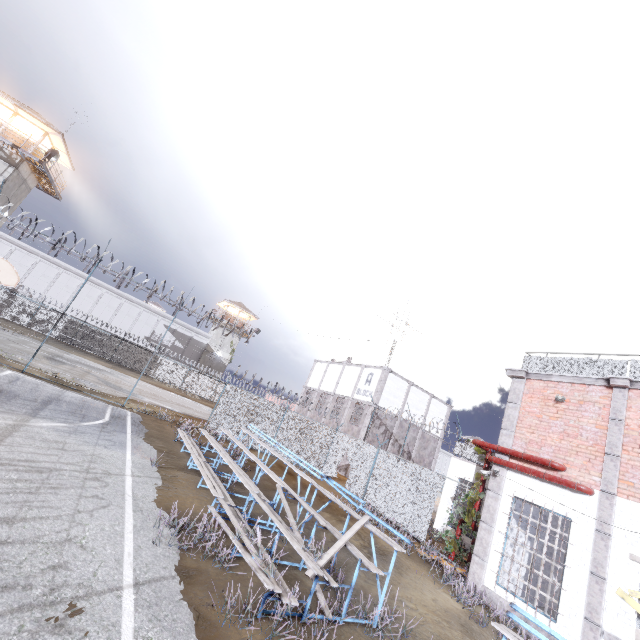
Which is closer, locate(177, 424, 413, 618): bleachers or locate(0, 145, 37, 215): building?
locate(177, 424, 413, 618): bleachers

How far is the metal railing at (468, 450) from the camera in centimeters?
1766cm

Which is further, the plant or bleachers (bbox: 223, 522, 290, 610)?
the plant

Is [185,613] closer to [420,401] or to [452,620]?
[452,620]

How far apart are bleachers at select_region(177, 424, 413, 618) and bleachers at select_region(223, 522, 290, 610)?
1.3 meters

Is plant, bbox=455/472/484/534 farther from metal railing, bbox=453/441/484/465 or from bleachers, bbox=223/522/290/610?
bleachers, bbox=223/522/290/610

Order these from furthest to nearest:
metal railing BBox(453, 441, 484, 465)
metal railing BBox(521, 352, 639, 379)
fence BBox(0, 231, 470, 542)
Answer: metal railing BBox(453, 441, 484, 465)
fence BBox(0, 231, 470, 542)
metal railing BBox(521, 352, 639, 379)

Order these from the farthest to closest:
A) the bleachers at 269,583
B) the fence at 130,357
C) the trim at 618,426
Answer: the fence at 130,357 → the trim at 618,426 → the bleachers at 269,583
